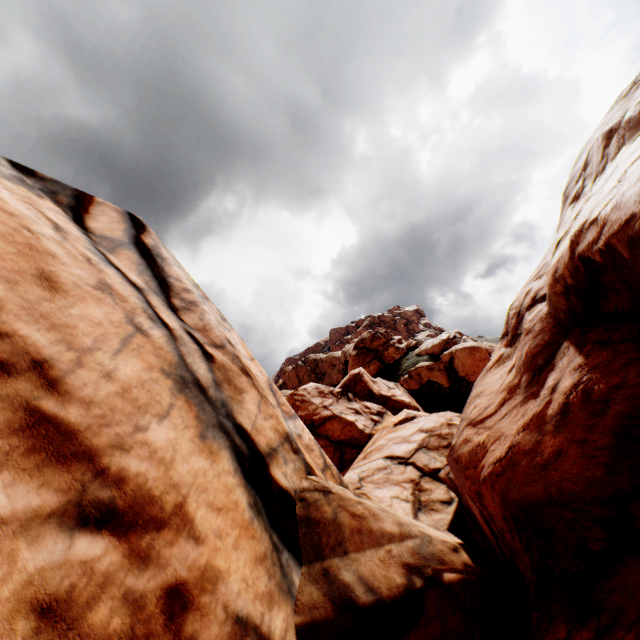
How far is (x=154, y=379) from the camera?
5.59m
